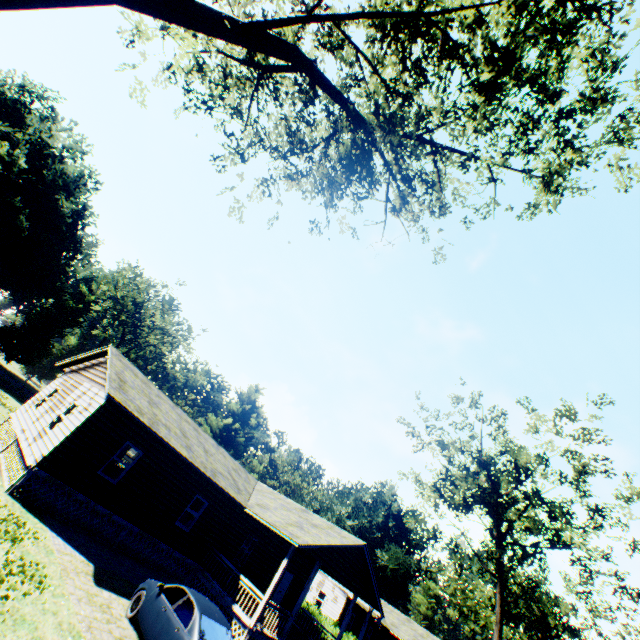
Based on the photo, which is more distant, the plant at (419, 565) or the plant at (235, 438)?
the plant at (235, 438)

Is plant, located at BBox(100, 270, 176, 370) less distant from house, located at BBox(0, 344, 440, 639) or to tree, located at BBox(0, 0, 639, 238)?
tree, located at BBox(0, 0, 639, 238)

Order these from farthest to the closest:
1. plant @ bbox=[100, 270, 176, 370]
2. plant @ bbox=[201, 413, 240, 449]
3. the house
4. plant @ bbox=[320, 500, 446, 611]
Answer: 1. plant @ bbox=[201, 413, 240, 449]
2. plant @ bbox=[320, 500, 446, 611]
3. plant @ bbox=[100, 270, 176, 370]
4. the house

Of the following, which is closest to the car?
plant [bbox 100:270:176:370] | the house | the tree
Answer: the house

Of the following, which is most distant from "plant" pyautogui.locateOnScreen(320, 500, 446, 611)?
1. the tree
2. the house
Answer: the house

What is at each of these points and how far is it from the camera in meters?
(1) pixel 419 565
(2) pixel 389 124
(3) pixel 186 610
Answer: (1) plant, 54.5 m
(2) tree, 10.4 m
(3) car, 8.9 m

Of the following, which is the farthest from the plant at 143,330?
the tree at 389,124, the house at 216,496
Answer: the house at 216,496
